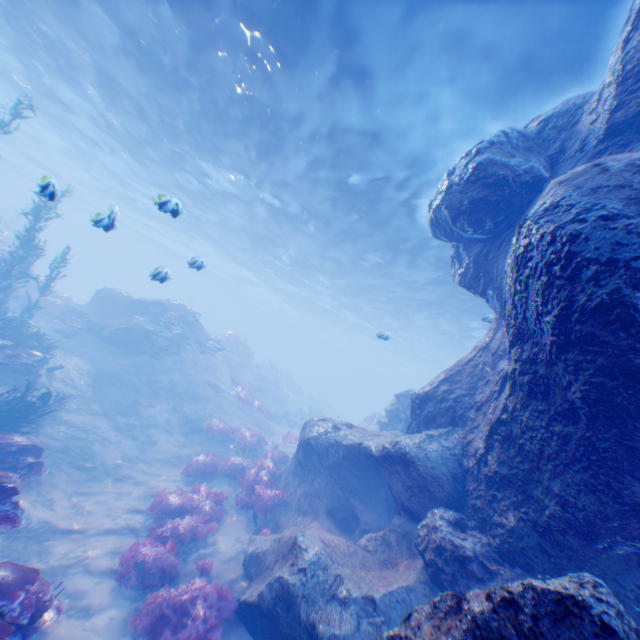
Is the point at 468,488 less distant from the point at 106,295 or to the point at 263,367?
the point at 106,295

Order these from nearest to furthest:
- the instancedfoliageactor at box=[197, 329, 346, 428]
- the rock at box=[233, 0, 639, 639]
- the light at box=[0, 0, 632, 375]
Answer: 1. the rock at box=[233, 0, 639, 639]
2. the light at box=[0, 0, 632, 375]
3. the instancedfoliageactor at box=[197, 329, 346, 428]

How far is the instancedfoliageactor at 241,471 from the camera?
10.2m

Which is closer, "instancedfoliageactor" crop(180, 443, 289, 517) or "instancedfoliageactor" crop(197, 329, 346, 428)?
"instancedfoliageactor" crop(180, 443, 289, 517)

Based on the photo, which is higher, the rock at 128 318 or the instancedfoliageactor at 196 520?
the rock at 128 318

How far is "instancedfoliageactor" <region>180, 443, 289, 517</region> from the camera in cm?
1020

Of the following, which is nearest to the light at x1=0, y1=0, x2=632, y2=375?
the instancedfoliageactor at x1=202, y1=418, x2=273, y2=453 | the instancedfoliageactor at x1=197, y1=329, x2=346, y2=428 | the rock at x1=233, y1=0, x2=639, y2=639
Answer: the rock at x1=233, y1=0, x2=639, y2=639

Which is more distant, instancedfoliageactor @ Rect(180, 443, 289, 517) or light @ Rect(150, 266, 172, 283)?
instancedfoliageactor @ Rect(180, 443, 289, 517)
